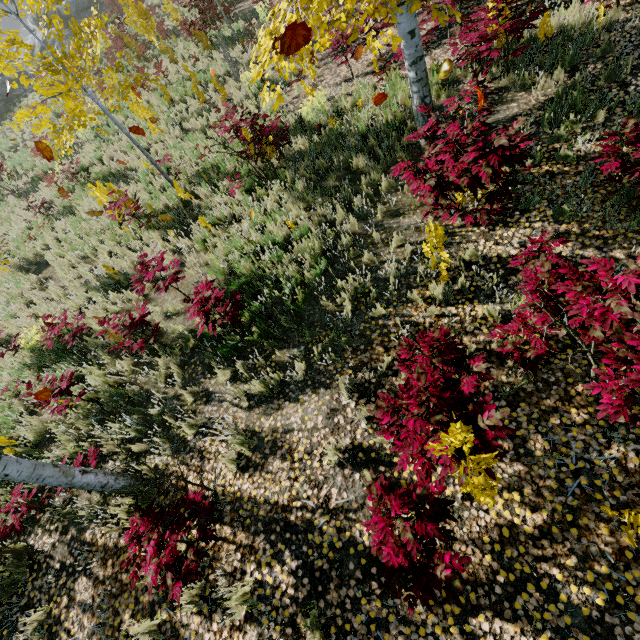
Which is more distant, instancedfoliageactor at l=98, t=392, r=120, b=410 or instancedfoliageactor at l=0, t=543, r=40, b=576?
instancedfoliageactor at l=98, t=392, r=120, b=410

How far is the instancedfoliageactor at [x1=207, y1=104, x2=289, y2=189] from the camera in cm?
712

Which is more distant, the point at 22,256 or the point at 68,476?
the point at 22,256

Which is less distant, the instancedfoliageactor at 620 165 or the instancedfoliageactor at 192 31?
the instancedfoliageactor at 620 165

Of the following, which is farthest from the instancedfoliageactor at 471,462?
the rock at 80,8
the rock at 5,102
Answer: the rock at 5,102

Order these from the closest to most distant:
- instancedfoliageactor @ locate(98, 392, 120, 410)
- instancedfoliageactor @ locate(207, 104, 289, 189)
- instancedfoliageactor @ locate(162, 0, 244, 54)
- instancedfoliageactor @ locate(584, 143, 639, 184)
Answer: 1. instancedfoliageactor @ locate(584, 143, 639, 184)
2. instancedfoliageactor @ locate(98, 392, 120, 410)
3. instancedfoliageactor @ locate(207, 104, 289, 189)
4. instancedfoliageactor @ locate(162, 0, 244, 54)

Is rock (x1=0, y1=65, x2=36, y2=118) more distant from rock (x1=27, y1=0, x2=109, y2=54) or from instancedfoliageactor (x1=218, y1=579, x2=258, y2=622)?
instancedfoliageactor (x1=218, y1=579, x2=258, y2=622)

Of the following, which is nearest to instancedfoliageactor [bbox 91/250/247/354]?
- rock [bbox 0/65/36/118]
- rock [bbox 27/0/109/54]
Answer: rock [bbox 27/0/109/54]
